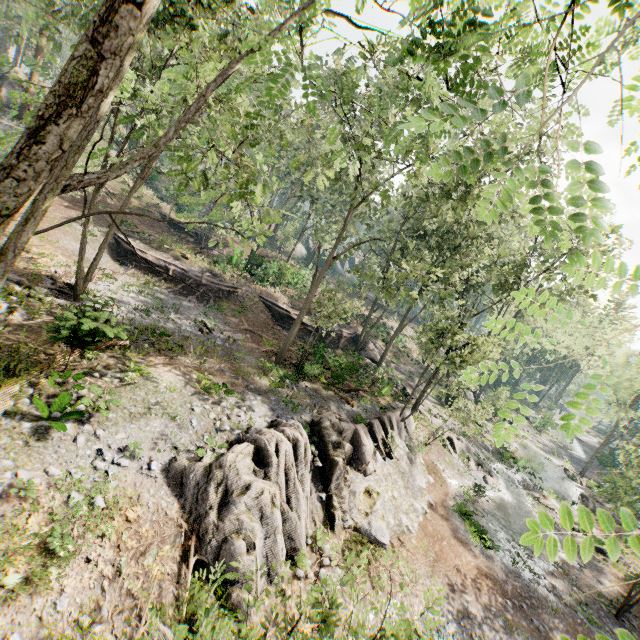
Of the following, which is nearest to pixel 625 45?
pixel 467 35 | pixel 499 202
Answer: pixel 467 35

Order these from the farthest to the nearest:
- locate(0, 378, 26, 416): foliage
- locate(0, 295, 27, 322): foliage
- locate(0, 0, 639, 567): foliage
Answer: locate(0, 295, 27, 322): foliage → locate(0, 378, 26, 416): foliage → locate(0, 0, 639, 567): foliage

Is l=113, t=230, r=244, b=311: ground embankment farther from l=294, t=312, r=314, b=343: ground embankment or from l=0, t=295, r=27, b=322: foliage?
l=0, t=295, r=27, b=322: foliage

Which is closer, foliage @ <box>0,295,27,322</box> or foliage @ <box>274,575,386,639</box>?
foliage @ <box>274,575,386,639</box>

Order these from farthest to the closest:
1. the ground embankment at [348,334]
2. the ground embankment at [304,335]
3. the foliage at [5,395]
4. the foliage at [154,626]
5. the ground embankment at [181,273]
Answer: the ground embankment at [348,334] < the ground embankment at [304,335] < the ground embankment at [181,273] < the foliage at [5,395] < the foliage at [154,626]

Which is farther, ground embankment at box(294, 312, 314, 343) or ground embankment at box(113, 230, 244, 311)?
ground embankment at box(294, 312, 314, 343)

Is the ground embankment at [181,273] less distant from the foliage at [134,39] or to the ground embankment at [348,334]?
the ground embankment at [348,334]
